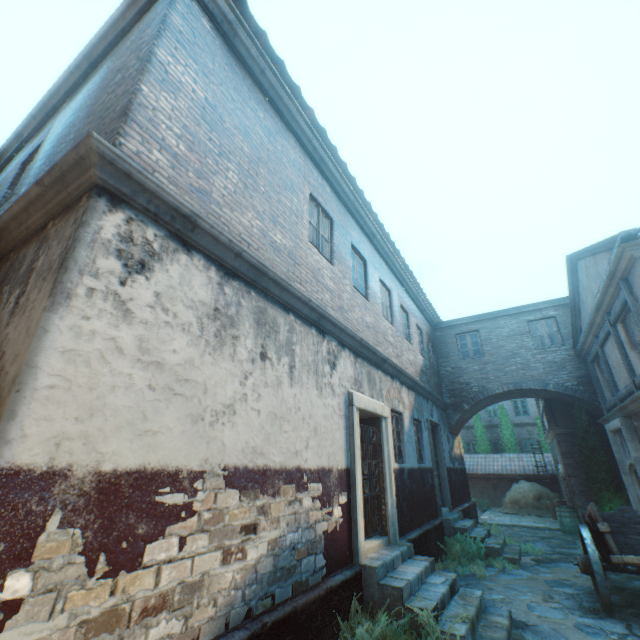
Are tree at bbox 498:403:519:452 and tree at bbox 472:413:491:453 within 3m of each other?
yes

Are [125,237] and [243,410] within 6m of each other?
yes

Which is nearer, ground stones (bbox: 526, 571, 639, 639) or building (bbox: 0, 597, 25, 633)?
building (bbox: 0, 597, 25, 633)

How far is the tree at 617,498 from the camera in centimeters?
1138cm

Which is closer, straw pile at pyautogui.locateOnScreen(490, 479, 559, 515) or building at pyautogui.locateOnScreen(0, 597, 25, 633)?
building at pyautogui.locateOnScreen(0, 597, 25, 633)

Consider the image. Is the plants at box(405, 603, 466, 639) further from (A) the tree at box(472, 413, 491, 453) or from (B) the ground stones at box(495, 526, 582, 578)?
(A) the tree at box(472, 413, 491, 453)

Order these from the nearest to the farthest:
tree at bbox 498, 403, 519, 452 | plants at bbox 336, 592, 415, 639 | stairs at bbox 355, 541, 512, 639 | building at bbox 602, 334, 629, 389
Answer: plants at bbox 336, 592, 415, 639, stairs at bbox 355, 541, 512, 639, building at bbox 602, 334, 629, 389, tree at bbox 498, 403, 519, 452

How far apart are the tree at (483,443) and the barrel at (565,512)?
10.8m
